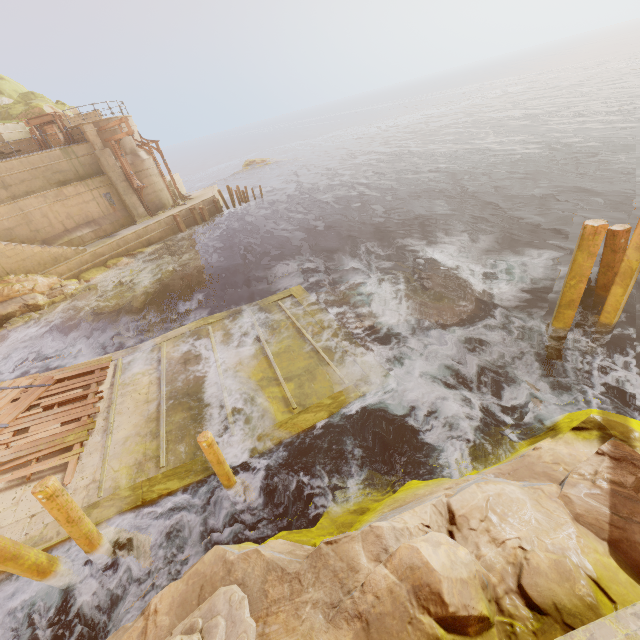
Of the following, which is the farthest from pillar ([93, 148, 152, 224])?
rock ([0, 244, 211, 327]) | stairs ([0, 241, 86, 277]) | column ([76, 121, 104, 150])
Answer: stairs ([0, 241, 86, 277])

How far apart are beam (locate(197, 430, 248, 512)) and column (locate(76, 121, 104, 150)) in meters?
26.1 m

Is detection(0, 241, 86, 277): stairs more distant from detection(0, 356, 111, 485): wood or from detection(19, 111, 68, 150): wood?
detection(0, 356, 111, 485): wood

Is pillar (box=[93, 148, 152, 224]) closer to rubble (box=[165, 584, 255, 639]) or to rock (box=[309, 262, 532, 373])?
rock (box=[309, 262, 532, 373])

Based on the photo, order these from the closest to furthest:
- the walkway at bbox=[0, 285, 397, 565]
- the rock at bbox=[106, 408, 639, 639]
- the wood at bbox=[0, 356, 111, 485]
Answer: the rock at bbox=[106, 408, 639, 639], the walkway at bbox=[0, 285, 397, 565], the wood at bbox=[0, 356, 111, 485]

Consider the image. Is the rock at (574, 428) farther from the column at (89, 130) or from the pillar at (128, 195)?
the column at (89, 130)

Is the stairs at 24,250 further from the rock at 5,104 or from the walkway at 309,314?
the rock at 5,104

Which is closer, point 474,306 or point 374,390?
point 374,390
